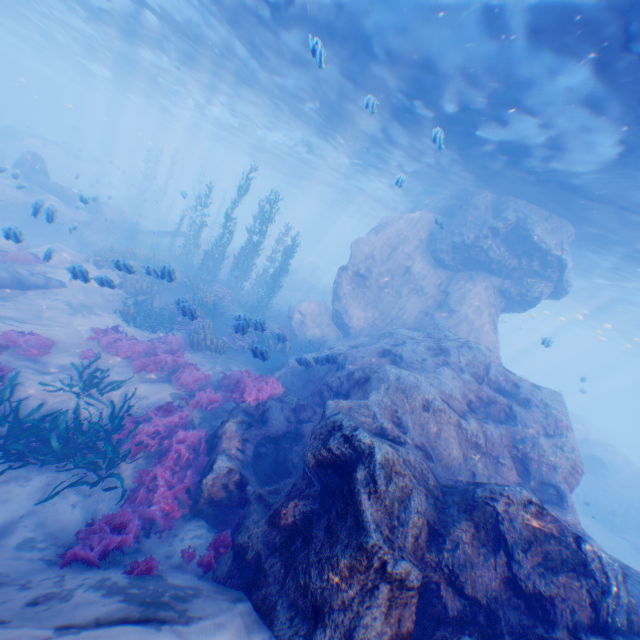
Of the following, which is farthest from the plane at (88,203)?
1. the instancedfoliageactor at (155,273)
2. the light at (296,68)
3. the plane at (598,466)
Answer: the plane at (598,466)

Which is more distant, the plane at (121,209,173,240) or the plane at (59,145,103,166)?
the plane at (59,145,103,166)

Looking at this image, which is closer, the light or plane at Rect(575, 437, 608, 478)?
the light

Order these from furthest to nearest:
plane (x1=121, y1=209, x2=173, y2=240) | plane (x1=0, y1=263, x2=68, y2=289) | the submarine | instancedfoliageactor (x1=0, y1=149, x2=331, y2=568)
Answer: the submarine
plane (x1=121, y1=209, x2=173, y2=240)
plane (x1=0, y1=263, x2=68, y2=289)
instancedfoliageactor (x1=0, y1=149, x2=331, y2=568)

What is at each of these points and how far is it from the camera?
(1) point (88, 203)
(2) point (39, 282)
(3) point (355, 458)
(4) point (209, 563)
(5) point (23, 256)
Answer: (1) plane, 11.87m
(2) plane, 12.52m
(3) rock, 4.89m
(4) instancedfoliageactor, 5.25m
(5) instancedfoliageactor, 13.66m

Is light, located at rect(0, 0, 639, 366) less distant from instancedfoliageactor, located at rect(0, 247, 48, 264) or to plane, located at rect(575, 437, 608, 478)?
plane, located at rect(575, 437, 608, 478)

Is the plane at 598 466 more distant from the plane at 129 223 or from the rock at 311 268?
the plane at 129 223

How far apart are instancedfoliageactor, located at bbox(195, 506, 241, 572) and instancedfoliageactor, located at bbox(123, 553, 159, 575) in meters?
0.5
